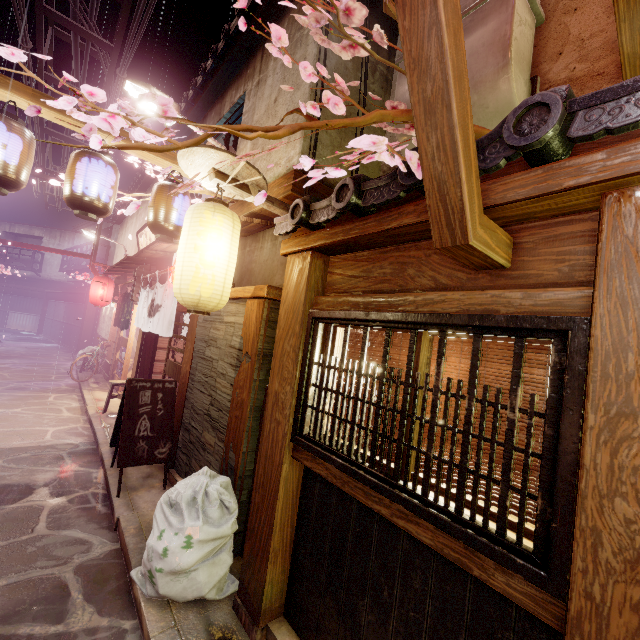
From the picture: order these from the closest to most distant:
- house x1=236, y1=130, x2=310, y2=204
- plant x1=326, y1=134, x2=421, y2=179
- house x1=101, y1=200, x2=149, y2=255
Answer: plant x1=326, y1=134, x2=421, y2=179 → house x1=236, y1=130, x2=310, y2=204 → house x1=101, y1=200, x2=149, y2=255

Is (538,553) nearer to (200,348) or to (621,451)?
(621,451)

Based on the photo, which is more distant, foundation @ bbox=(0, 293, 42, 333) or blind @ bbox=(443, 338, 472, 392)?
foundation @ bbox=(0, 293, 42, 333)

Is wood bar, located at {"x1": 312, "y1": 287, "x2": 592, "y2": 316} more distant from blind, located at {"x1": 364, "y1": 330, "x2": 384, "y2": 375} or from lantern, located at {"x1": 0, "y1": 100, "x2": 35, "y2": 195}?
lantern, located at {"x1": 0, "y1": 100, "x2": 35, "y2": 195}

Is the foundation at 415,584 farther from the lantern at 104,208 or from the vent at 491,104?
the lantern at 104,208

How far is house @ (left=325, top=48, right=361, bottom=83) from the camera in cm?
751

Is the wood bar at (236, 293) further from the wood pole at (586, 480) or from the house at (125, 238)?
the wood pole at (586, 480)

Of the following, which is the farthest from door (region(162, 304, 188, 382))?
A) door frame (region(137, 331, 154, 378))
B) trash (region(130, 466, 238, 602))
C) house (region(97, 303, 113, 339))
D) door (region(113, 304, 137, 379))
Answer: house (region(97, 303, 113, 339))
